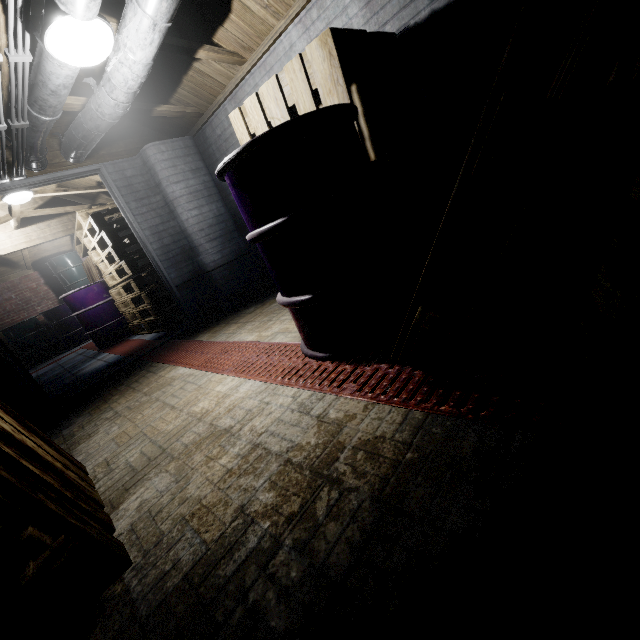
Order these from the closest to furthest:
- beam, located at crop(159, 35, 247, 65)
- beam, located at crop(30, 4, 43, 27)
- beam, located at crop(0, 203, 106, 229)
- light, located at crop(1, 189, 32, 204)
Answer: beam, located at crop(30, 4, 43, 27) → beam, located at crop(159, 35, 247, 65) → light, located at crop(1, 189, 32, 204) → beam, located at crop(0, 203, 106, 229)

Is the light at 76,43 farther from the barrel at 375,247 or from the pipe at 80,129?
the barrel at 375,247

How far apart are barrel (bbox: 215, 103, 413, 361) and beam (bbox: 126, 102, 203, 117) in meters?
2.1

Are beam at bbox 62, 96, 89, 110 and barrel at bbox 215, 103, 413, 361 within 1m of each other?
no

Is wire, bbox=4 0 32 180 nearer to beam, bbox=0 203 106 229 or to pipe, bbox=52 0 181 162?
pipe, bbox=52 0 181 162

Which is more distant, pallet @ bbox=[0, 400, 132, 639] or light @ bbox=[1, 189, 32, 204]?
light @ bbox=[1, 189, 32, 204]

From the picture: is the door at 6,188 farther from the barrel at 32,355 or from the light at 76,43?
the barrel at 32,355

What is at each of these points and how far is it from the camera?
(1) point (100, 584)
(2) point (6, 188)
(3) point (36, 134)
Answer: (1) pallet, 0.9m
(2) door, 2.9m
(3) pipe, 2.5m
